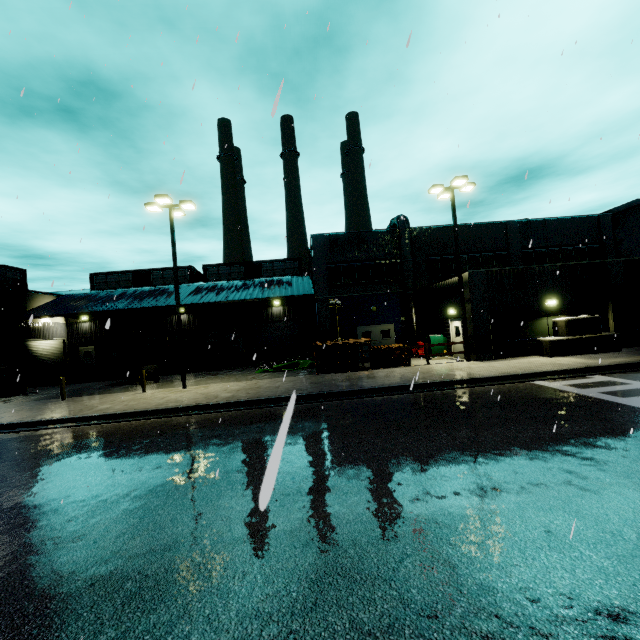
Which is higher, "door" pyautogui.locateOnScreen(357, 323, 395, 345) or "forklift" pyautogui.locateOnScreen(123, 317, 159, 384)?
"door" pyautogui.locateOnScreen(357, 323, 395, 345)

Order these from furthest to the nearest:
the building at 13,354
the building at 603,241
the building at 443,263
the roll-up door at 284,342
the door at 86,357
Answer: the roll-up door at 284,342
the door at 86,357
the building at 13,354
the building at 443,263
the building at 603,241

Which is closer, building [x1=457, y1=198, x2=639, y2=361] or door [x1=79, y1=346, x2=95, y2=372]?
building [x1=457, y1=198, x2=639, y2=361]

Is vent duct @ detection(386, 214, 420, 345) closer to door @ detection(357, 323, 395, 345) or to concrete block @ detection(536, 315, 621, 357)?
door @ detection(357, 323, 395, 345)

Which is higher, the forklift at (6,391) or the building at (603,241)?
the building at (603,241)

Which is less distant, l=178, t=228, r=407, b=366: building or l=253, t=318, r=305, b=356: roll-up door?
l=178, t=228, r=407, b=366: building

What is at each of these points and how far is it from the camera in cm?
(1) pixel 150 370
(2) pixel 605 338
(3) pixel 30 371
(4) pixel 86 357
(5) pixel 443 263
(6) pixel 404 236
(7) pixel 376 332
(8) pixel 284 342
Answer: (1) forklift, 2098
(2) concrete block, 1683
(3) roll-up door, 2700
(4) door, 3142
(5) building, 2609
(6) vent duct, 2462
(7) door, 2559
(8) roll-up door, 3262

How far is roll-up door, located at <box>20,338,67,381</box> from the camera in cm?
2666
